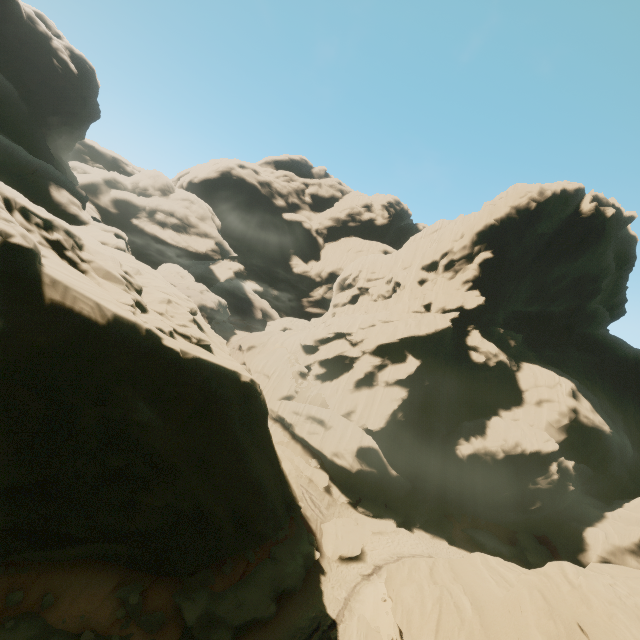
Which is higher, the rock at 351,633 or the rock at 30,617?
the rock at 30,617

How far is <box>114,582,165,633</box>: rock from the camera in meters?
12.8 m

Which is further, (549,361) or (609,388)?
(609,388)

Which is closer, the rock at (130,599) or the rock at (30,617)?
the rock at (30,617)

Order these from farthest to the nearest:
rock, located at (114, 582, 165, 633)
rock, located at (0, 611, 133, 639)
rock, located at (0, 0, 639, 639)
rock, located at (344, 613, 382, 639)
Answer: rock, located at (344, 613, 382, 639), rock, located at (114, 582, 165, 633), rock, located at (0, 611, 133, 639), rock, located at (0, 0, 639, 639)

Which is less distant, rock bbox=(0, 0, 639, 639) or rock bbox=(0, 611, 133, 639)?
rock bbox=(0, 0, 639, 639)
